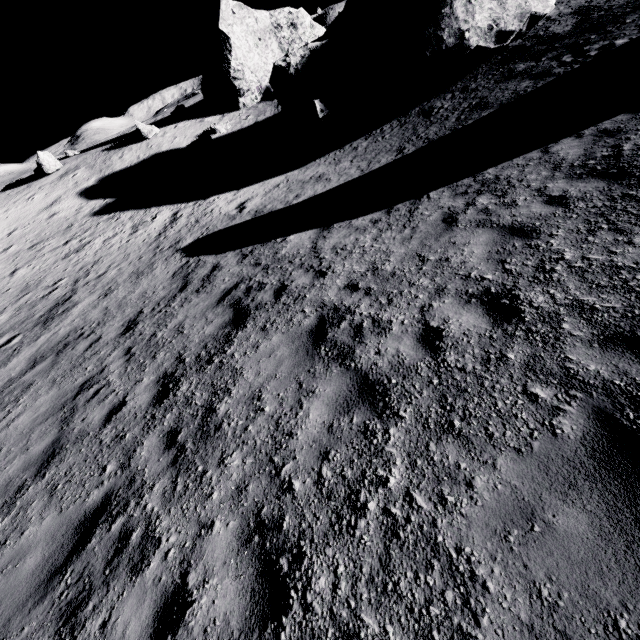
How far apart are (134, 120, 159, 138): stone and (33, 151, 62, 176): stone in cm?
725

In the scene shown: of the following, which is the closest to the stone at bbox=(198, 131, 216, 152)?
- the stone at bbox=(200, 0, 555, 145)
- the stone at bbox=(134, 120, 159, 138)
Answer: the stone at bbox=(134, 120, 159, 138)

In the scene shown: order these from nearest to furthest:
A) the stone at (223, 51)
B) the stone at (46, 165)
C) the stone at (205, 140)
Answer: the stone at (223, 51) < the stone at (205, 140) < the stone at (46, 165)

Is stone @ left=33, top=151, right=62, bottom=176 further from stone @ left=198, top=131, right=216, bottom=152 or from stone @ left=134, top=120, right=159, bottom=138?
stone @ left=198, top=131, right=216, bottom=152

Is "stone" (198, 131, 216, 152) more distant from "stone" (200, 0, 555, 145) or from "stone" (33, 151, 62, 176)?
"stone" (33, 151, 62, 176)

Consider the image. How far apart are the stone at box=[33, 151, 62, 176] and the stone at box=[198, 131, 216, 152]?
13.46m

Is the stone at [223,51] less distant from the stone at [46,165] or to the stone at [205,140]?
the stone at [205,140]

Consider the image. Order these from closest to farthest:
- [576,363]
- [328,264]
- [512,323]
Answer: [576,363], [512,323], [328,264]
